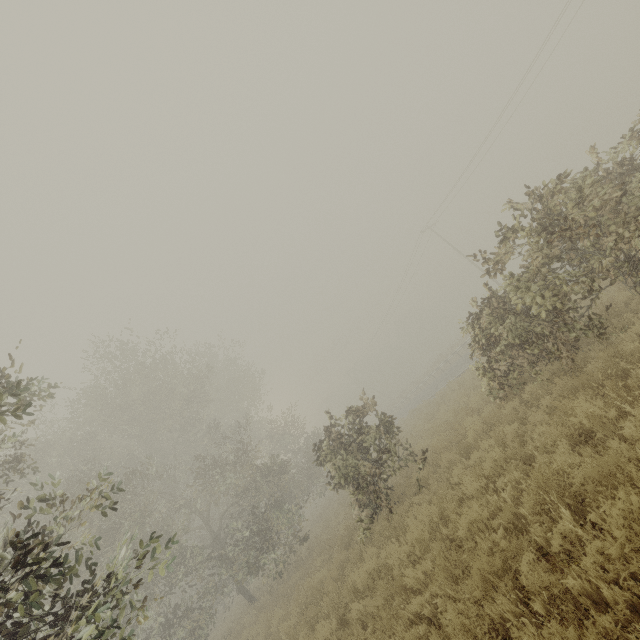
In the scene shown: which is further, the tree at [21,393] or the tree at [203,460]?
the tree at [203,460]

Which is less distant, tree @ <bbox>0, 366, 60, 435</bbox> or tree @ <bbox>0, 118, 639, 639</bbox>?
tree @ <bbox>0, 366, 60, 435</bbox>

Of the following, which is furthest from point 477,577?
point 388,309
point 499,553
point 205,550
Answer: point 388,309
